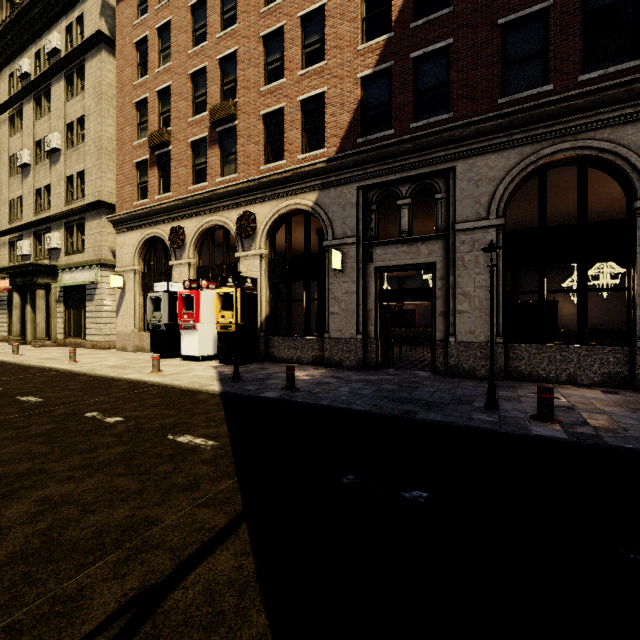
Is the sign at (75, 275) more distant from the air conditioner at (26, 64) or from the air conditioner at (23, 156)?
the air conditioner at (26, 64)

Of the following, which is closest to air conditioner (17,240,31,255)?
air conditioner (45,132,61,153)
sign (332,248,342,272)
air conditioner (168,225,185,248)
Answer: air conditioner (45,132,61,153)

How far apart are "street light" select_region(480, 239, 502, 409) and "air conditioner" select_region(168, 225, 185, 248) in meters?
12.3

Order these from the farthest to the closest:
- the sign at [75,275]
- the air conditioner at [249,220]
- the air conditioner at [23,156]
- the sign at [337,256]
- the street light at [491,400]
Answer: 1. the air conditioner at [23,156]
2. the sign at [75,275]
3. the air conditioner at [249,220]
4. the sign at [337,256]
5. the street light at [491,400]

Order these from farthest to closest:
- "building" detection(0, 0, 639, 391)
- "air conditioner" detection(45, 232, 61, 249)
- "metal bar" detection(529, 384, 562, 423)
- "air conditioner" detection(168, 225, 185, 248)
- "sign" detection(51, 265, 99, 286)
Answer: "air conditioner" detection(45, 232, 61, 249) → "sign" detection(51, 265, 99, 286) → "air conditioner" detection(168, 225, 185, 248) → "building" detection(0, 0, 639, 391) → "metal bar" detection(529, 384, 562, 423)

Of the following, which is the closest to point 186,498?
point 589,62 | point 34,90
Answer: point 589,62

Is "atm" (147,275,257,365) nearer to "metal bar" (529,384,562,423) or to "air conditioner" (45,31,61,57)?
"metal bar" (529,384,562,423)

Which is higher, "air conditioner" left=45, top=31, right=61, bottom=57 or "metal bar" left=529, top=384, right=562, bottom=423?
"air conditioner" left=45, top=31, right=61, bottom=57
